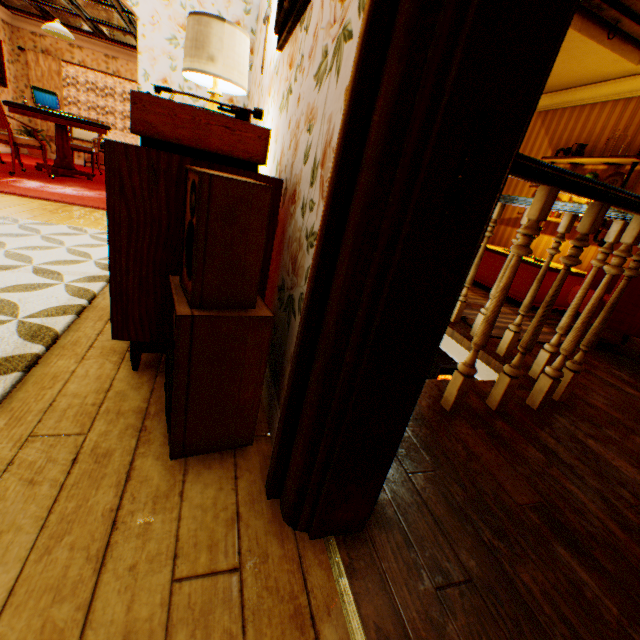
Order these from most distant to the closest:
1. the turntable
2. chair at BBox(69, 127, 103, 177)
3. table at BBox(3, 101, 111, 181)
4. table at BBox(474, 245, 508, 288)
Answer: chair at BBox(69, 127, 103, 177) < table at BBox(3, 101, 111, 181) < table at BBox(474, 245, 508, 288) < the turntable

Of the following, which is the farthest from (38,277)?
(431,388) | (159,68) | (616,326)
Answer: (616,326)

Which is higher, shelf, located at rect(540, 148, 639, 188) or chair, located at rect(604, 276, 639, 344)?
shelf, located at rect(540, 148, 639, 188)

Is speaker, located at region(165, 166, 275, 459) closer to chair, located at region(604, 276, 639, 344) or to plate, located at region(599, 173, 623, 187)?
chair, located at region(604, 276, 639, 344)

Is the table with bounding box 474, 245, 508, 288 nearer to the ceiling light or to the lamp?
the lamp

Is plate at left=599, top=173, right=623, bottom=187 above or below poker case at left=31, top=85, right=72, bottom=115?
above

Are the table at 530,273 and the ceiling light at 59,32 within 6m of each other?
no

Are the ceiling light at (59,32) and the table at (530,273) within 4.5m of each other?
no
